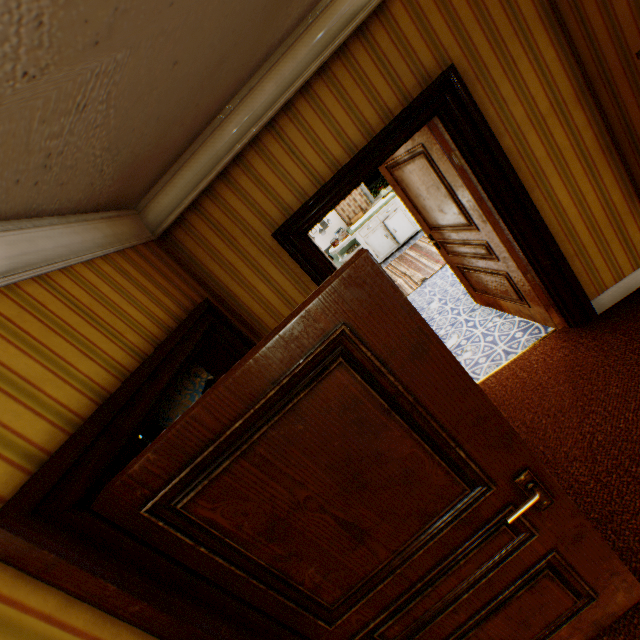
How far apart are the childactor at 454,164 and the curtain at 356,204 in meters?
4.6 m

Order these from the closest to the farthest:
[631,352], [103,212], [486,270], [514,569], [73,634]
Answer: [73,634]
[514,569]
[103,212]
[631,352]
[486,270]

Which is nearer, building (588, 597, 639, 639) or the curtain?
building (588, 597, 639, 639)

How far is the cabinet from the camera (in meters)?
7.58

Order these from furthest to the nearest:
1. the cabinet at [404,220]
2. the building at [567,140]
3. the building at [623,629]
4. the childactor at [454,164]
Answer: the cabinet at [404,220], the childactor at [454,164], the building at [623,629], the building at [567,140]

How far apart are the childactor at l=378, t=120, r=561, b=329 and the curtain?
4.6m

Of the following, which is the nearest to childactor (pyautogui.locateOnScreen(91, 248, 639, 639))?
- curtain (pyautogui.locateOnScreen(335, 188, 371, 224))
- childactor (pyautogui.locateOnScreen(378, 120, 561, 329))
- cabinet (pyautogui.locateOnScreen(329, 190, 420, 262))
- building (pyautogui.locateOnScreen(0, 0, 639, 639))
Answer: building (pyautogui.locateOnScreen(0, 0, 639, 639))

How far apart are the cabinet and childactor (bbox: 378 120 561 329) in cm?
390
